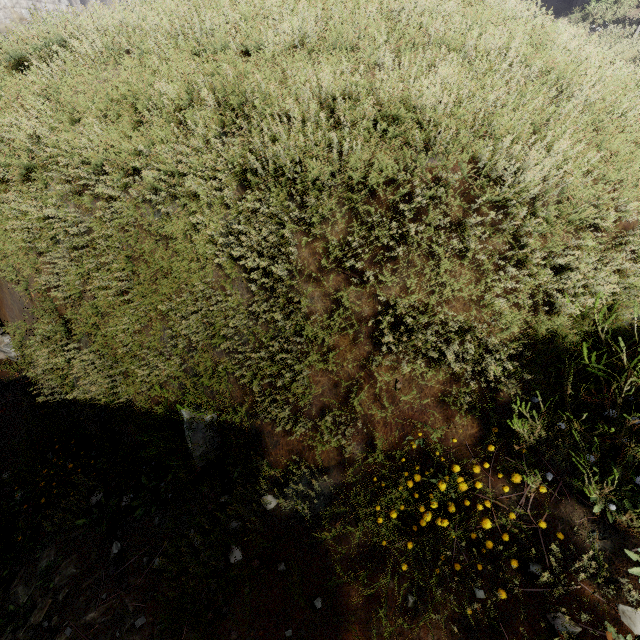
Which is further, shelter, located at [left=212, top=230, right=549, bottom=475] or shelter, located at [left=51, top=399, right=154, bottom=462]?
shelter, located at [left=51, top=399, right=154, bottom=462]

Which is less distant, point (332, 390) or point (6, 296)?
point (332, 390)

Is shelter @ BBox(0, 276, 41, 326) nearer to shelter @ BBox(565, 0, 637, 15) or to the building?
the building

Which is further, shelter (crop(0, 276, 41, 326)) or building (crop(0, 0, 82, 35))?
building (crop(0, 0, 82, 35))

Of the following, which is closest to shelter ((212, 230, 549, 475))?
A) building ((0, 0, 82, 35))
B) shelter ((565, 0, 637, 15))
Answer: building ((0, 0, 82, 35))

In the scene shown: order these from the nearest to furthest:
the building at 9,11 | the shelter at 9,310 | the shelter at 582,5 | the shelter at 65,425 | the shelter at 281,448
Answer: the shelter at 281,448 < the shelter at 65,425 < the shelter at 9,310 < the shelter at 582,5 < the building at 9,11

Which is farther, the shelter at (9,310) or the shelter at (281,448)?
the shelter at (9,310)

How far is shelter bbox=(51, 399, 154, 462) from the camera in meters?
3.1
